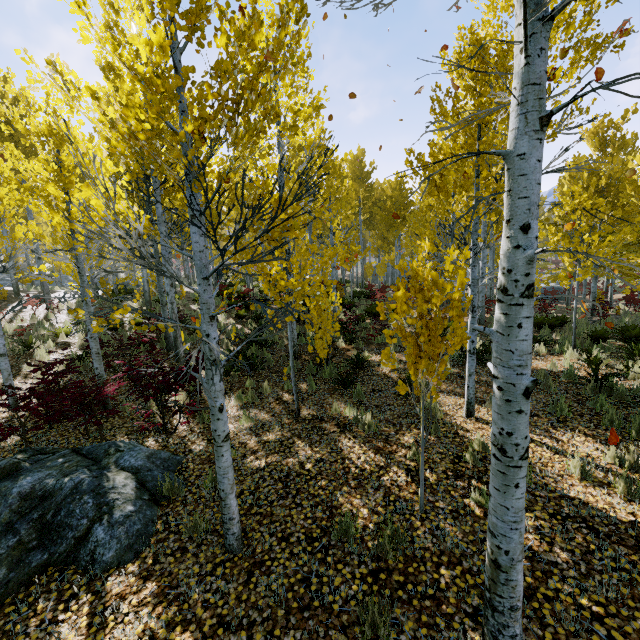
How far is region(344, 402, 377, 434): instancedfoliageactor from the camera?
5.94m

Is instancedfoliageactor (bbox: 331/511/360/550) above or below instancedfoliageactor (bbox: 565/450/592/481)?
below

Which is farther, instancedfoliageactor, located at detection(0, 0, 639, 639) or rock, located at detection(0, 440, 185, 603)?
rock, located at detection(0, 440, 185, 603)

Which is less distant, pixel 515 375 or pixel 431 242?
pixel 515 375

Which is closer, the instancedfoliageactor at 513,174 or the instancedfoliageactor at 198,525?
the instancedfoliageactor at 513,174

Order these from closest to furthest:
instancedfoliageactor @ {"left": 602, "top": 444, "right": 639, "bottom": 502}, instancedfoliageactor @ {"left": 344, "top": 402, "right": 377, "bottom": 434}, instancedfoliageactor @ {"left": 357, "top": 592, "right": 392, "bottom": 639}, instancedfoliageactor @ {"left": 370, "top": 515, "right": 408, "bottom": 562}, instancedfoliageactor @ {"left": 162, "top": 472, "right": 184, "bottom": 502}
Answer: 1. instancedfoliageactor @ {"left": 357, "top": 592, "right": 392, "bottom": 639}
2. instancedfoliageactor @ {"left": 370, "top": 515, "right": 408, "bottom": 562}
3. instancedfoliageactor @ {"left": 602, "top": 444, "right": 639, "bottom": 502}
4. instancedfoliageactor @ {"left": 162, "top": 472, "right": 184, "bottom": 502}
5. instancedfoliageactor @ {"left": 344, "top": 402, "right": 377, "bottom": 434}

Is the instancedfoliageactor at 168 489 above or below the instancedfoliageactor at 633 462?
below
